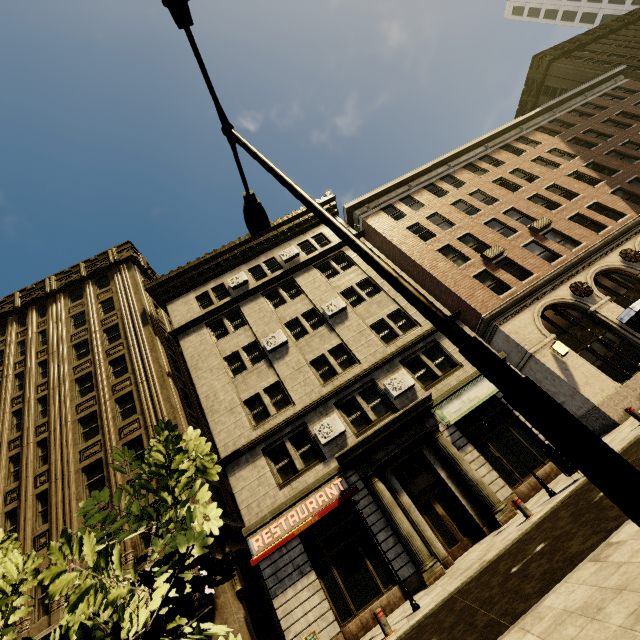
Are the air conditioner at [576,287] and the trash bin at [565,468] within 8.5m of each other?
no

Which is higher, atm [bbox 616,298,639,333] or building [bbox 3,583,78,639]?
building [bbox 3,583,78,639]

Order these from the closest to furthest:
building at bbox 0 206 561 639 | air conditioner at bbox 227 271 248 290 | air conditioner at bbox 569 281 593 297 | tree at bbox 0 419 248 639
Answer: tree at bbox 0 419 248 639, building at bbox 0 206 561 639, air conditioner at bbox 569 281 593 297, air conditioner at bbox 227 271 248 290

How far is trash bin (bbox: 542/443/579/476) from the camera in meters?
9.3 m

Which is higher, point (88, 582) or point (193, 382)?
point (193, 382)

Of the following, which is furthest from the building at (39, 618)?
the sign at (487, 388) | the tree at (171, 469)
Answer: the tree at (171, 469)

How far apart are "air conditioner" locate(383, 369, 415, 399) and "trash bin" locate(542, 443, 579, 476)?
6.1 meters

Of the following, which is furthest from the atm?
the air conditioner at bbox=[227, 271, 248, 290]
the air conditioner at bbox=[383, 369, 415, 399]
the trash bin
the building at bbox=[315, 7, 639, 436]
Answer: the air conditioner at bbox=[227, 271, 248, 290]
